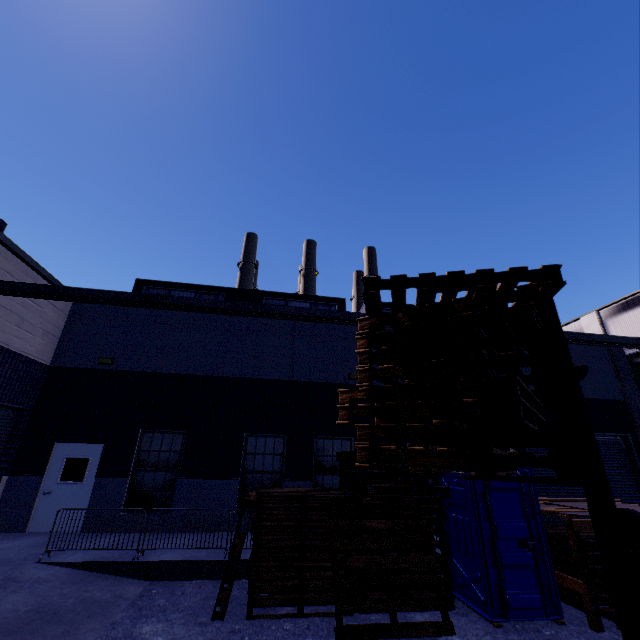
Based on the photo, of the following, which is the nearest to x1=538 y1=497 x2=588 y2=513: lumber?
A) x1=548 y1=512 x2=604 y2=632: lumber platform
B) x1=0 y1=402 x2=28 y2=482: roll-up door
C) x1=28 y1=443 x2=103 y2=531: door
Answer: x1=548 y1=512 x2=604 y2=632: lumber platform

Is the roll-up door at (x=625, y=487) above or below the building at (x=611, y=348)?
below

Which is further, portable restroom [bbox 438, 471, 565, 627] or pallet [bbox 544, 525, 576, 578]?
pallet [bbox 544, 525, 576, 578]

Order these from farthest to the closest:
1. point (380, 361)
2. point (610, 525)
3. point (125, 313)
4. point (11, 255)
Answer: point (125, 313), point (11, 255), point (380, 361), point (610, 525)

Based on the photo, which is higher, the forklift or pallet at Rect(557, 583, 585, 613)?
the forklift

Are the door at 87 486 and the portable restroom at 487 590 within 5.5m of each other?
no

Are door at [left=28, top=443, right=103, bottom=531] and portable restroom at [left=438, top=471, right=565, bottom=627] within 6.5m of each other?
no

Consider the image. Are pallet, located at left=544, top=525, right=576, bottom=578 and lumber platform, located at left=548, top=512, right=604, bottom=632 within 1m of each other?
yes
